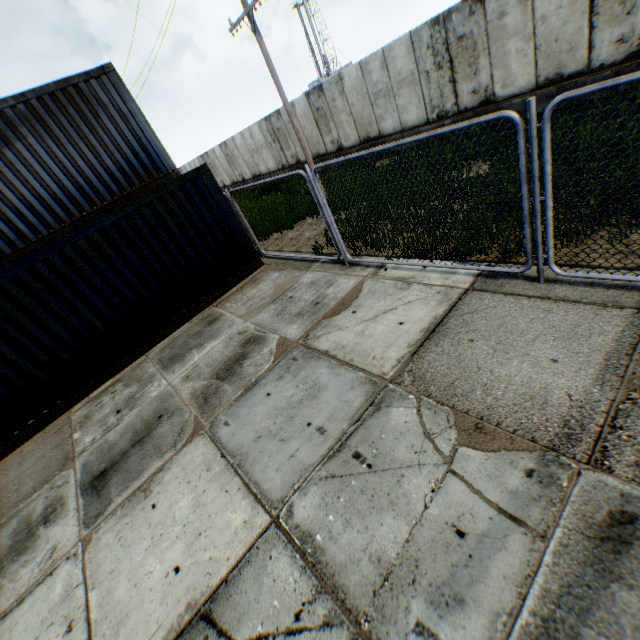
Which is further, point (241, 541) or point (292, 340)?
point (292, 340)
